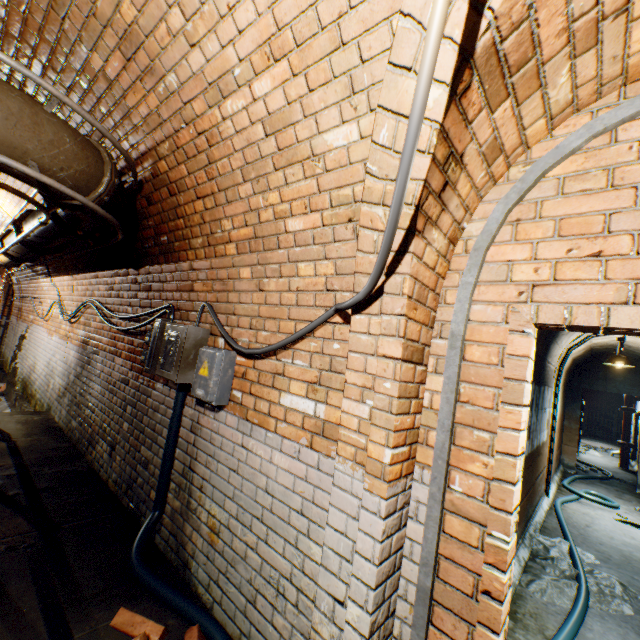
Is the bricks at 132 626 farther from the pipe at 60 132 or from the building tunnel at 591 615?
the pipe at 60 132

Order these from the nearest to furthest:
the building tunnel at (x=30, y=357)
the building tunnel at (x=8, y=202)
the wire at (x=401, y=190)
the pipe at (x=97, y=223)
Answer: the wire at (x=401, y=190), the pipe at (x=97, y=223), the building tunnel at (x=30, y=357), the building tunnel at (x=8, y=202)

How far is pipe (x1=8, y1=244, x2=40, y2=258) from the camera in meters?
4.6 m

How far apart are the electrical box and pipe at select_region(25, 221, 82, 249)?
1.2 meters

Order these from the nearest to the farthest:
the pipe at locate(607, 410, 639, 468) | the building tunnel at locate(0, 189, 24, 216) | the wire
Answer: the wire < the building tunnel at locate(0, 189, 24, 216) < the pipe at locate(607, 410, 639, 468)

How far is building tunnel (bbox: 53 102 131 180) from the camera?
2.87m

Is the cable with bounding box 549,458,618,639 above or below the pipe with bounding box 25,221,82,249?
below

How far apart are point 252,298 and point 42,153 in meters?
1.5 m
